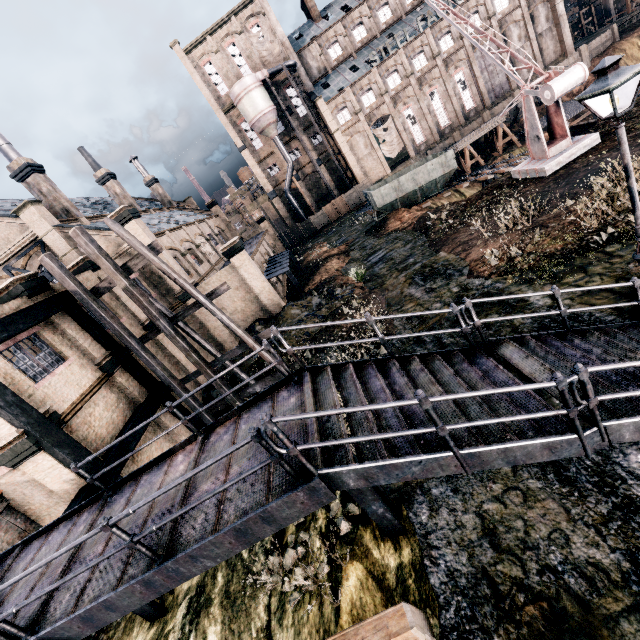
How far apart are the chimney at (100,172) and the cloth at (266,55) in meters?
31.0

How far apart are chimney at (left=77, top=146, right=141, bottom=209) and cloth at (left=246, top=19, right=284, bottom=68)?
31.0 meters

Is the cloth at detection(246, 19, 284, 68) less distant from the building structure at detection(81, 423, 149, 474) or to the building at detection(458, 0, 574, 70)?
the building at detection(458, 0, 574, 70)

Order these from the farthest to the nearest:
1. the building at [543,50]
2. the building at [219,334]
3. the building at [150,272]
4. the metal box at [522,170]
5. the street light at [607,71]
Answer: the building at [543,50], the building at [219,334], the building at [150,272], the metal box at [522,170], the street light at [607,71]

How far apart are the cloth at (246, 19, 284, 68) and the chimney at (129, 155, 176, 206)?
24.16m

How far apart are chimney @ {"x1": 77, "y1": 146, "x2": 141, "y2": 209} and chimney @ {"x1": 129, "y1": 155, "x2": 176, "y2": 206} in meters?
10.8 m

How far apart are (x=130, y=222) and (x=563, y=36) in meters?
66.2 m

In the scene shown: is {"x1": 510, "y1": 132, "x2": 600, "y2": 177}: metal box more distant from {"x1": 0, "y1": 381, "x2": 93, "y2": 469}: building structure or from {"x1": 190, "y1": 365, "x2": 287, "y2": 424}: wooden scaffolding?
{"x1": 0, "y1": 381, "x2": 93, "y2": 469}: building structure
